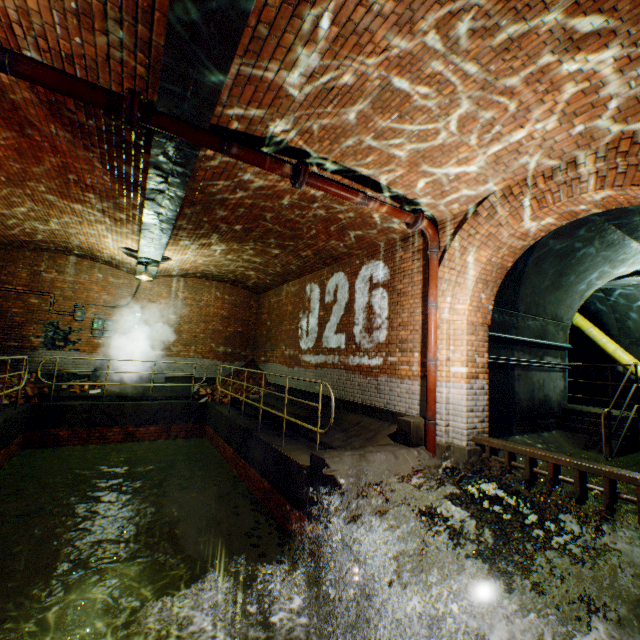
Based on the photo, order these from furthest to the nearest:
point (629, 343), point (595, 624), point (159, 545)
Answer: point (629, 343), point (159, 545), point (595, 624)

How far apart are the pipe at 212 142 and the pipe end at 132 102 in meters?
0.0

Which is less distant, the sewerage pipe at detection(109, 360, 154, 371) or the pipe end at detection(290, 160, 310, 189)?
the pipe end at detection(290, 160, 310, 189)

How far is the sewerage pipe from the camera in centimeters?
1154cm

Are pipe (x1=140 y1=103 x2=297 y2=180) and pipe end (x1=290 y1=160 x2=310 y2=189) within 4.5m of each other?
yes

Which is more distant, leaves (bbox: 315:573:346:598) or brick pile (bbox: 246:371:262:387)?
brick pile (bbox: 246:371:262:387)

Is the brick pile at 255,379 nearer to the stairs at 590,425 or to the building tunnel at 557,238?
the building tunnel at 557,238

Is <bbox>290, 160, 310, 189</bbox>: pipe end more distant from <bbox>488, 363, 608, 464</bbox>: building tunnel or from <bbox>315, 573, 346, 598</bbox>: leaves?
<bbox>315, 573, 346, 598</bbox>: leaves
